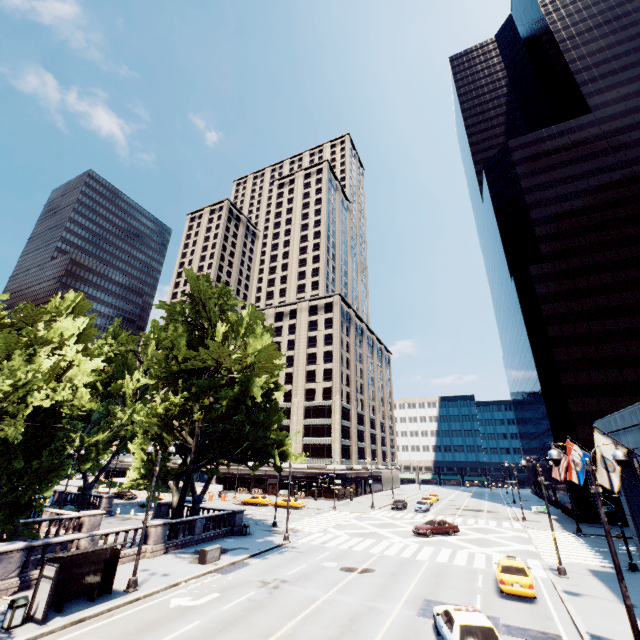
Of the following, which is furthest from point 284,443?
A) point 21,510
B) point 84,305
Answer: point 84,305

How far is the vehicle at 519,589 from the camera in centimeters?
1759cm

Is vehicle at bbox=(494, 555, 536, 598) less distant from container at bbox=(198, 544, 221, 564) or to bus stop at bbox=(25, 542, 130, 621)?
container at bbox=(198, 544, 221, 564)

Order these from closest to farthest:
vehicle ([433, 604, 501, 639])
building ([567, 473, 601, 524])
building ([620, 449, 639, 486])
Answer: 1. vehicle ([433, 604, 501, 639])
2. building ([620, 449, 639, 486])
3. building ([567, 473, 601, 524])

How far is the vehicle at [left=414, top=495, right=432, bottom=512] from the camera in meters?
49.8 m

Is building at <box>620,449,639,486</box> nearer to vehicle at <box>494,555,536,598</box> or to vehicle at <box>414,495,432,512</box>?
vehicle at <box>494,555,536,598</box>

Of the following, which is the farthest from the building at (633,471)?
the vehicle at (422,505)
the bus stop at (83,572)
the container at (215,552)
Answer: the vehicle at (422,505)

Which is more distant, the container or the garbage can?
the container
